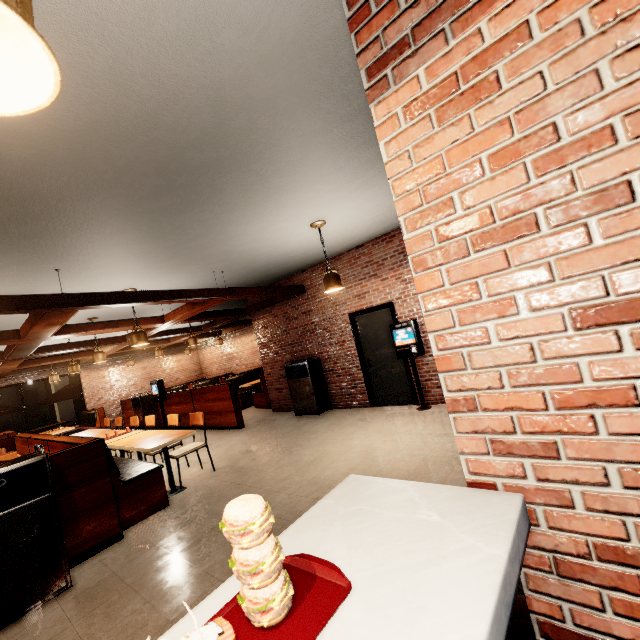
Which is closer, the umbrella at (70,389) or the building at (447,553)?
the building at (447,553)

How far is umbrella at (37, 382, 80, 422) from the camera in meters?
12.3 m

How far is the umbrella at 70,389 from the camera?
12.3 meters

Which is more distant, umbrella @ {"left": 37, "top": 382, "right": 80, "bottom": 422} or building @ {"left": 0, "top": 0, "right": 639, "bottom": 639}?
umbrella @ {"left": 37, "top": 382, "right": 80, "bottom": 422}

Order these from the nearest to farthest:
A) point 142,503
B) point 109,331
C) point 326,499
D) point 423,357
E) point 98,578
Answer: →
1. point 326,499
2. point 98,578
3. point 142,503
4. point 423,357
5. point 109,331
